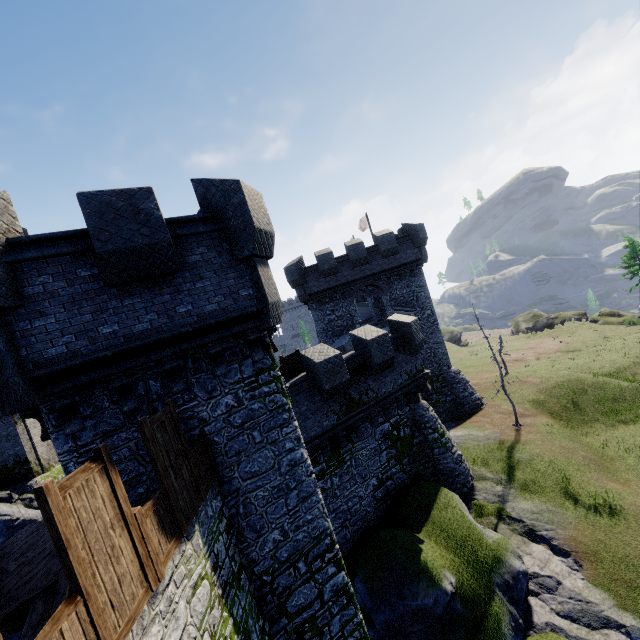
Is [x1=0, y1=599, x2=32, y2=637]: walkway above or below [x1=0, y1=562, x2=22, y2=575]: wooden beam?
below

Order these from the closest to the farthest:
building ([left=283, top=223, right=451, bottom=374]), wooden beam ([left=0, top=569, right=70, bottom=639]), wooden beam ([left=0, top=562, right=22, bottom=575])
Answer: wooden beam ([left=0, top=569, right=70, bottom=639])
wooden beam ([left=0, top=562, right=22, bottom=575])
building ([left=283, top=223, right=451, bottom=374])

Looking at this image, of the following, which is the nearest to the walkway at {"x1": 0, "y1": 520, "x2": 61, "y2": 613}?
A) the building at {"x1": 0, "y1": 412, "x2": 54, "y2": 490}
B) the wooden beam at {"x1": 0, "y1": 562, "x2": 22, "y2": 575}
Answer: the wooden beam at {"x1": 0, "y1": 562, "x2": 22, "y2": 575}

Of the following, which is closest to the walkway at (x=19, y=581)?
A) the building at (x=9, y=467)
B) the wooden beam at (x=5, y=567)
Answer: the wooden beam at (x=5, y=567)

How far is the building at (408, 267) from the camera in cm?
2542

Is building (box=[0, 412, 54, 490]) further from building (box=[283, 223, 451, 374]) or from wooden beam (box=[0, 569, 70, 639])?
wooden beam (box=[0, 569, 70, 639])

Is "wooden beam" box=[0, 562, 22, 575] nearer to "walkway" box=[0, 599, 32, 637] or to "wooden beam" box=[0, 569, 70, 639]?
"walkway" box=[0, 599, 32, 637]

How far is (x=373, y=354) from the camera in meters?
15.4
